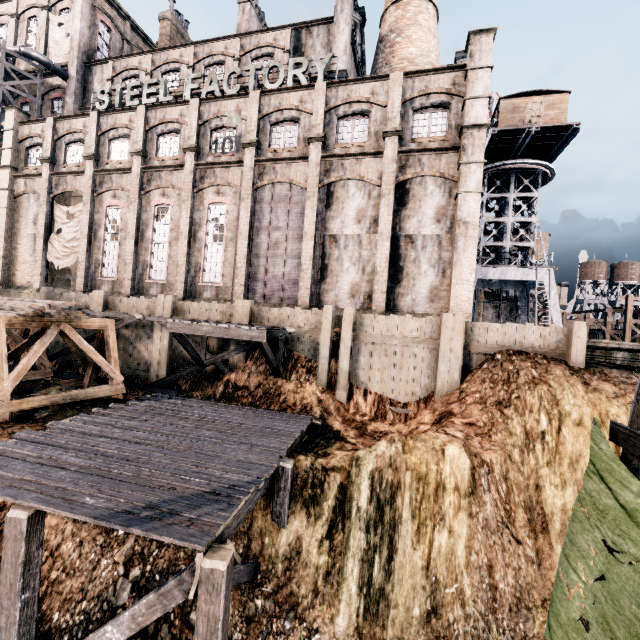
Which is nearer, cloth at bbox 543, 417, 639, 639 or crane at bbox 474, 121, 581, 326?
cloth at bbox 543, 417, 639, 639

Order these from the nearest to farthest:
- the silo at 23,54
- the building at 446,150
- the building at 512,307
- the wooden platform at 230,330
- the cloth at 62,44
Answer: the wooden platform at 230,330
the building at 446,150
the silo at 23,54
the cloth at 62,44
the building at 512,307

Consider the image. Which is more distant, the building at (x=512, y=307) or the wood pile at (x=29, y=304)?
the building at (x=512, y=307)

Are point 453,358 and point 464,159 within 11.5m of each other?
yes

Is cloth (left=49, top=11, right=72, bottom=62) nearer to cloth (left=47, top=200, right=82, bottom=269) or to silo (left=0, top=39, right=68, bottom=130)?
silo (left=0, top=39, right=68, bottom=130)

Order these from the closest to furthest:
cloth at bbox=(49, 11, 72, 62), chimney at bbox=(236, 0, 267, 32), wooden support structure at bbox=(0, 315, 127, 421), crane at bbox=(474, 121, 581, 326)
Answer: wooden support structure at bbox=(0, 315, 127, 421), crane at bbox=(474, 121, 581, 326), chimney at bbox=(236, 0, 267, 32), cloth at bbox=(49, 11, 72, 62)

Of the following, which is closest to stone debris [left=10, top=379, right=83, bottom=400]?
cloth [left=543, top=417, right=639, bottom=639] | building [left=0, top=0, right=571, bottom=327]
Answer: building [left=0, top=0, right=571, bottom=327]

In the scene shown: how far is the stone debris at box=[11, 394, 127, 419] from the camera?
13.02m
